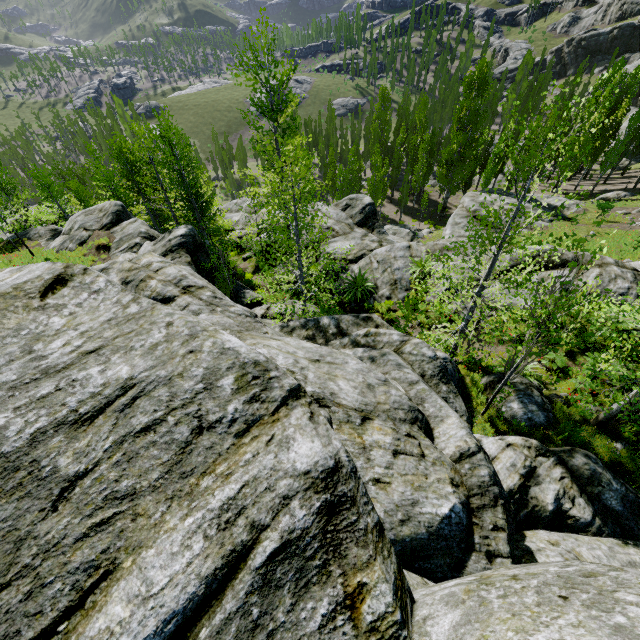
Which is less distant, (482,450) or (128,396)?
(128,396)

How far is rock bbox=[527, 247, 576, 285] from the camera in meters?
12.8

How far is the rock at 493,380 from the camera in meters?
9.0 m

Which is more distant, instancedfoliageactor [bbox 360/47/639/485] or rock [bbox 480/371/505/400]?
rock [bbox 480/371/505/400]

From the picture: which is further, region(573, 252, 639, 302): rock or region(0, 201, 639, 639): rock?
region(573, 252, 639, 302): rock
